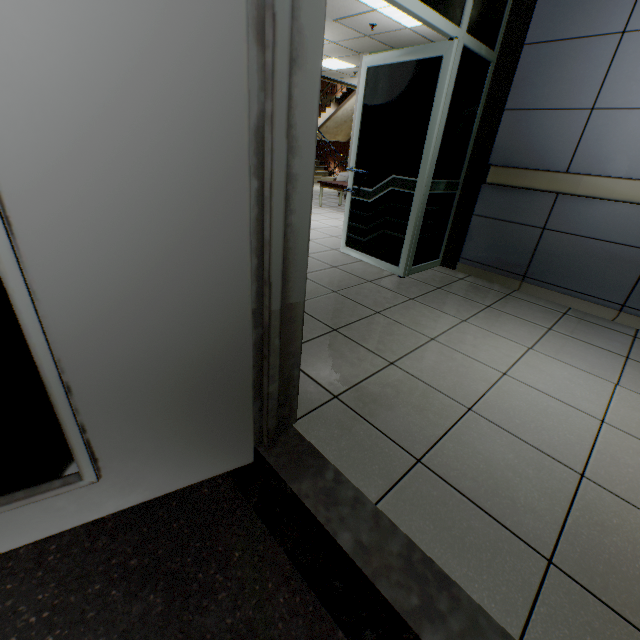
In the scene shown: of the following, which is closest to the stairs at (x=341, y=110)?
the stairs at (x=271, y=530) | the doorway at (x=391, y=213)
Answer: the doorway at (x=391, y=213)

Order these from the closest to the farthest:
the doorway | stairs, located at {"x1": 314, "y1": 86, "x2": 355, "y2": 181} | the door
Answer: the door, the doorway, stairs, located at {"x1": 314, "y1": 86, "x2": 355, "y2": 181}

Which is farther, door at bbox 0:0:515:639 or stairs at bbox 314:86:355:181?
stairs at bbox 314:86:355:181

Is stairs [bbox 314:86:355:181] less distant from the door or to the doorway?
the doorway

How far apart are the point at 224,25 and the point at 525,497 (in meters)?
1.74

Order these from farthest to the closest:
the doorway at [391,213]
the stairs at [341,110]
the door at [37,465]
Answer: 1. the stairs at [341,110]
2. the doorway at [391,213]
3. the door at [37,465]

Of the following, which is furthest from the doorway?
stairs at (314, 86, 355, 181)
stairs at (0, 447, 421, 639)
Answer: stairs at (314, 86, 355, 181)

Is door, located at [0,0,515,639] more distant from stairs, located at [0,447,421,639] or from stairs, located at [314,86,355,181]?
stairs, located at [314,86,355,181]
